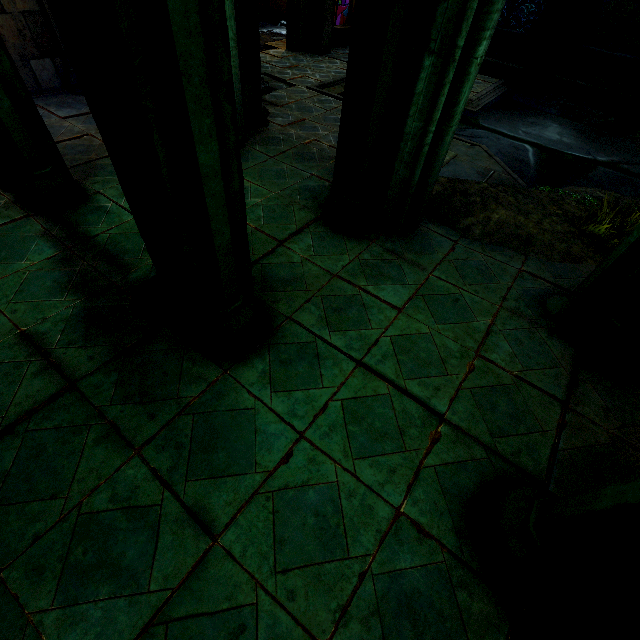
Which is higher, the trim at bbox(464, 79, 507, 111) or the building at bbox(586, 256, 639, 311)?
the building at bbox(586, 256, 639, 311)

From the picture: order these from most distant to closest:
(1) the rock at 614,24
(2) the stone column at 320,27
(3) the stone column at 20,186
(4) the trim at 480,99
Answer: (1) the rock at 614,24 → (2) the stone column at 320,27 → (4) the trim at 480,99 → (3) the stone column at 20,186

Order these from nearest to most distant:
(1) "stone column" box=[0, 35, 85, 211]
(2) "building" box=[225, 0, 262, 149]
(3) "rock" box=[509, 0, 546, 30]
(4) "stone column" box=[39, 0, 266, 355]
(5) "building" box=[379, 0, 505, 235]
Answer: (4) "stone column" box=[39, 0, 266, 355] < (5) "building" box=[379, 0, 505, 235] < (1) "stone column" box=[0, 35, 85, 211] < (2) "building" box=[225, 0, 262, 149] < (3) "rock" box=[509, 0, 546, 30]

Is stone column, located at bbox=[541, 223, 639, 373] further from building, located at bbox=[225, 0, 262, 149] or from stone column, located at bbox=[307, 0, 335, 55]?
stone column, located at bbox=[307, 0, 335, 55]

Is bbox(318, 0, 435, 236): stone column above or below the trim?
above

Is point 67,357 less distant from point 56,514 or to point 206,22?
point 56,514

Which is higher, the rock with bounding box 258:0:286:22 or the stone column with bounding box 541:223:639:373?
the stone column with bounding box 541:223:639:373

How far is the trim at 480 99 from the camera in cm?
888
